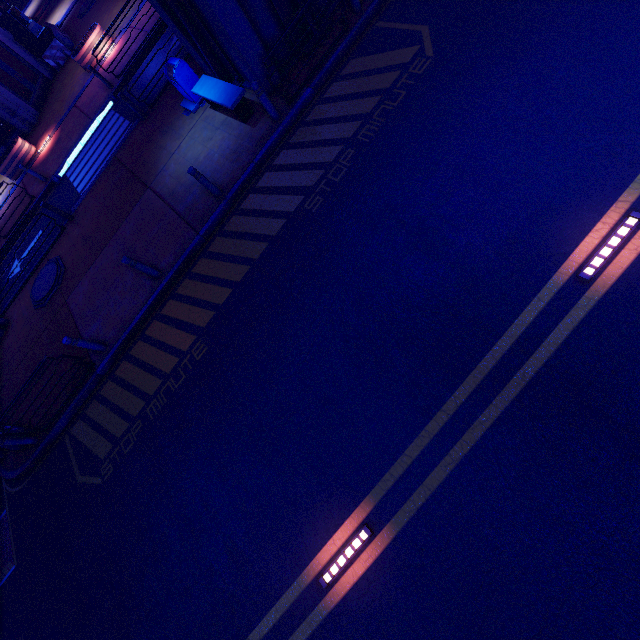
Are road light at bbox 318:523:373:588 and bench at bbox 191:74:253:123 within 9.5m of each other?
no

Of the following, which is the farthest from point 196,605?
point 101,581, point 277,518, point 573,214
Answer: point 573,214

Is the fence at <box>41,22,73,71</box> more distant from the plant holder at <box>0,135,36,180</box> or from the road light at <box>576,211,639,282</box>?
the road light at <box>576,211,639,282</box>

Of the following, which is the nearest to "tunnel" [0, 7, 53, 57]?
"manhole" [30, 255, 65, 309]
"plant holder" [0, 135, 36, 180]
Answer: "plant holder" [0, 135, 36, 180]

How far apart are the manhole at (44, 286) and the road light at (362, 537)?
12.9m

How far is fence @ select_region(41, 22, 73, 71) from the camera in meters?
19.9 m

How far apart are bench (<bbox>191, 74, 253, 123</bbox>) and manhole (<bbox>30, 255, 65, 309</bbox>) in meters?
7.9

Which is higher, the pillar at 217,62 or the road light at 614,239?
the pillar at 217,62
